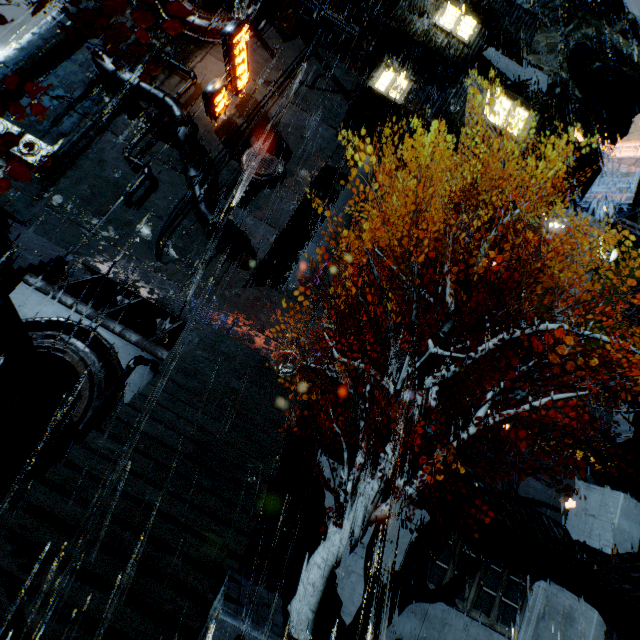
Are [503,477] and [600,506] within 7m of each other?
yes

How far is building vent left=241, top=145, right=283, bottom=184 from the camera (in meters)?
21.98

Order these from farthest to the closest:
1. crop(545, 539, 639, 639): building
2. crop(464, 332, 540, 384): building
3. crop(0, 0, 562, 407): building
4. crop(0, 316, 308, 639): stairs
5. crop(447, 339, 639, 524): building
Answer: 1. crop(464, 332, 540, 384): building
2. crop(0, 0, 562, 407): building
3. crop(447, 339, 639, 524): building
4. crop(545, 539, 639, 639): building
5. crop(0, 316, 308, 639): stairs

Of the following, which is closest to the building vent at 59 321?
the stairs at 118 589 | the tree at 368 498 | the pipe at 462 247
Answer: the stairs at 118 589

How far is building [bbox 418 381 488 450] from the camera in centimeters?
1245cm

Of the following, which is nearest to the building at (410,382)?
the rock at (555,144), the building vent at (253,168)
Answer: the building vent at (253,168)

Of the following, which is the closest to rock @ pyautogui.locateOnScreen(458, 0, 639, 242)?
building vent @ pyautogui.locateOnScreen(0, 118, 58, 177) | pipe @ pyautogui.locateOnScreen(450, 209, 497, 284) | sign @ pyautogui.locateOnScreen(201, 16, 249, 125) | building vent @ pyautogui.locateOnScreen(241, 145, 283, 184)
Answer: pipe @ pyautogui.locateOnScreen(450, 209, 497, 284)

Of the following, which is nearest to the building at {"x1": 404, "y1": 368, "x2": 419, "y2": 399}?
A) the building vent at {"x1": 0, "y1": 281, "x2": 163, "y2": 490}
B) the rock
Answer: the building vent at {"x1": 0, "y1": 281, "x2": 163, "y2": 490}
